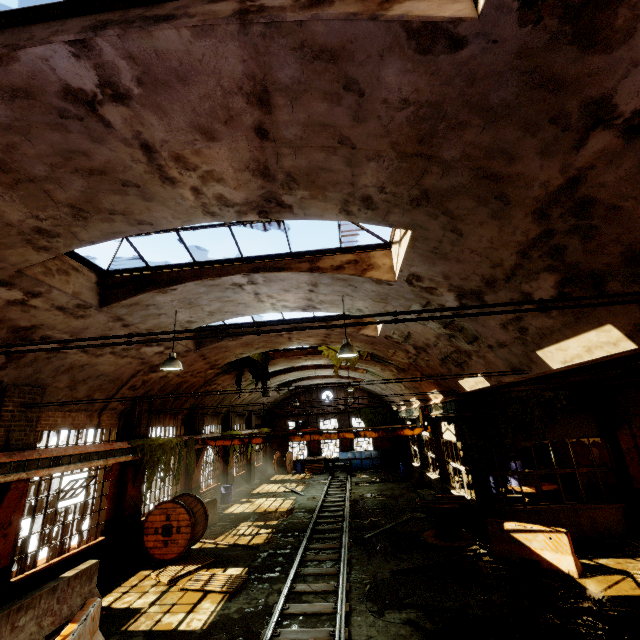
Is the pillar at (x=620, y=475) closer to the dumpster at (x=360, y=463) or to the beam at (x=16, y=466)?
the dumpster at (x=360, y=463)

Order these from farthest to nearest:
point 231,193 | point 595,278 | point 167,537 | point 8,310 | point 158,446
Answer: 1. point 158,446
2. point 167,537
3. point 8,310
4. point 231,193
5. point 595,278

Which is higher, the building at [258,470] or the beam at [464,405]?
the beam at [464,405]

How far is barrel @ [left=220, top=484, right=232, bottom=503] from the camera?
19.0 meters

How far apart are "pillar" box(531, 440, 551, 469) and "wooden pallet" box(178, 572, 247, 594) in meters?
14.2 m

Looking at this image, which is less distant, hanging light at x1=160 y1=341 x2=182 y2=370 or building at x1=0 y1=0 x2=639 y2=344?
building at x1=0 y1=0 x2=639 y2=344

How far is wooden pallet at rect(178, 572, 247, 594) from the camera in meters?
8.7 m

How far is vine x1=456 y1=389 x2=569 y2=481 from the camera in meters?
11.2
